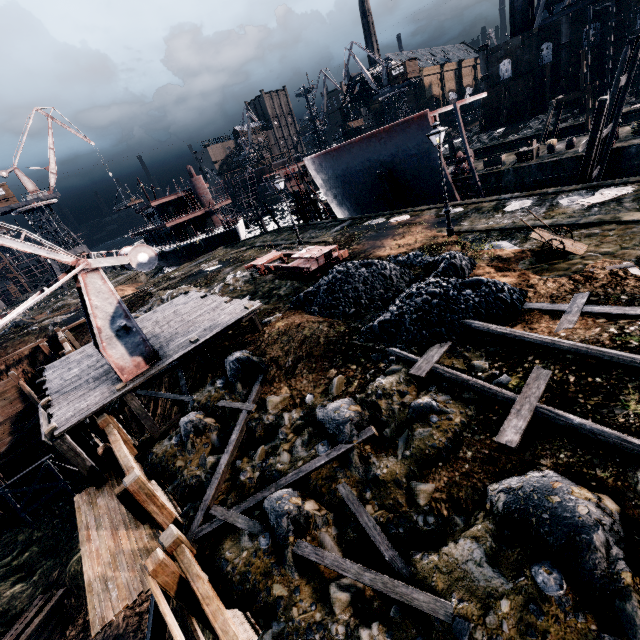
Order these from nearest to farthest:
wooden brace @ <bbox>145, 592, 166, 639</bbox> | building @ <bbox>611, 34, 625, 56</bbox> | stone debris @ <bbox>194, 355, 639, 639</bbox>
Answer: stone debris @ <bbox>194, 355, 639, 639</bbox> → wooden brace @ <bbox>145, 592, 166, 639</bbox> → building @ <bbox>611, 34, 625, 56</bbox>

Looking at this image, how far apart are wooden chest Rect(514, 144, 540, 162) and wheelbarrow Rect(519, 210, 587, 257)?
24.2 meters

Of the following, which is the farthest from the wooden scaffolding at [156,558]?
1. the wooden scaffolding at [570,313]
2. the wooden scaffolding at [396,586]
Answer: the wooden scaffolding at [570,313]

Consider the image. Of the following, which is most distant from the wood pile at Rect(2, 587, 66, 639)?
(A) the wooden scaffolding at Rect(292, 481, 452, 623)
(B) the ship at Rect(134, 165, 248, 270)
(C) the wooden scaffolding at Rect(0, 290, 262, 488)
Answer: (B) the ship at Rect(134, 165, 248, 270)

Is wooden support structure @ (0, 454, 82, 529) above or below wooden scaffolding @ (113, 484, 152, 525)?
below

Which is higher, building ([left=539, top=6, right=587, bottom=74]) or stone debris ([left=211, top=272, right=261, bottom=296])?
building ([left=539, top=6, right=587, bottom=74])

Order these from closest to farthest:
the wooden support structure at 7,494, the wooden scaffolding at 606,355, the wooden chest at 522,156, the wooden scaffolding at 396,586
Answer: the wooden scaffolding at 396,586
the wooden scaffolding at 606,355
the wooden support structure at 7,494
the wooden chest at 522,156

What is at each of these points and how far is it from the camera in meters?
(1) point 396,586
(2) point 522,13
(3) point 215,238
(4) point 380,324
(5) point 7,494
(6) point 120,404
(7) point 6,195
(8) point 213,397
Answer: (1) wooden scaffolding, 5.8
(2) chimney, 55.2
(3) ship, 46.8
(4) coal pile, 11.6
(5) wooden support structure, 22.8
(6) stone debris, 15.5
(7) building, 48.4
(8) stone debris, 12.6
